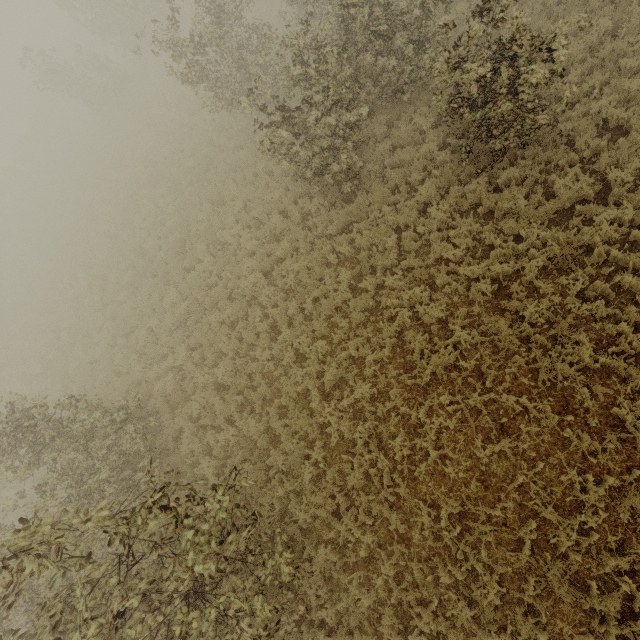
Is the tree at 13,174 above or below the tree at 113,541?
below

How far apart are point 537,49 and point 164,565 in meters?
11.4 m

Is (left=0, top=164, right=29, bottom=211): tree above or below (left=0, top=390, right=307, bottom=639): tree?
below

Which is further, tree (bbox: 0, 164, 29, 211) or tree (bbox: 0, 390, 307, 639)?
tree (bbox: 0, 164, 29, 211)

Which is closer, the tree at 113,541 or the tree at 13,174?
the tree at 113,541
